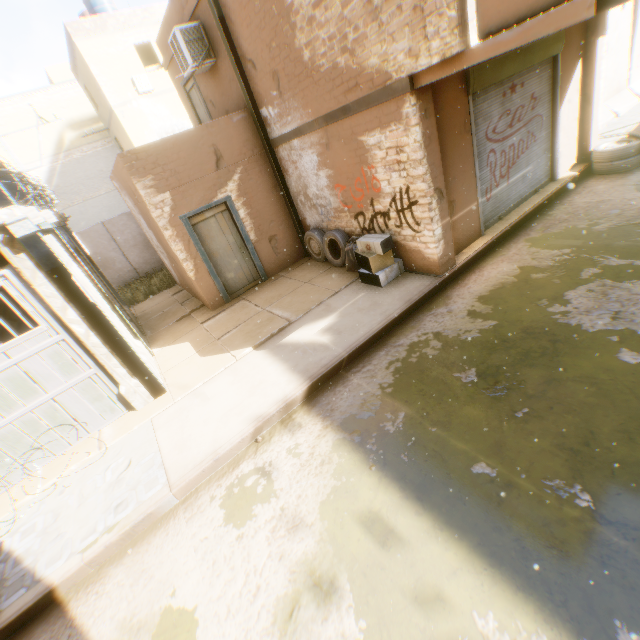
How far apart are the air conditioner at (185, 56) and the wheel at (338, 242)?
3.6m

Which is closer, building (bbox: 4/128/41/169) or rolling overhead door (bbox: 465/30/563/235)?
rolling overhead door (bbox: 465/30/563/235)

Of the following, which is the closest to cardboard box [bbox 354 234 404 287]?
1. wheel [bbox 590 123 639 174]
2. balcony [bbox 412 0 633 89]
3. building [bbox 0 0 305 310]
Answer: building [bbox 0 0 305 310]

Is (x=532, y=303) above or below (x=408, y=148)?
below

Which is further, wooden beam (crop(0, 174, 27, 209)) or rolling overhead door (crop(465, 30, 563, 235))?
rolling overhead door (crop(465, 30, 563, 235))

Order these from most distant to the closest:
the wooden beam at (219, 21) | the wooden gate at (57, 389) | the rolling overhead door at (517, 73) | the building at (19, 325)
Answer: the building at (19, 325) → the wooden beam at (219, 21) → the rolling overhead door at (517, 73) → the wooden gate at (57, 389)

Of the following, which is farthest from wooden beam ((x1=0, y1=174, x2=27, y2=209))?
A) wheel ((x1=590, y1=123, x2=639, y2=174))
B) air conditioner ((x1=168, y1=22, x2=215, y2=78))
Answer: wheel ((x1=590, y1=123, x2=639, y2=174))

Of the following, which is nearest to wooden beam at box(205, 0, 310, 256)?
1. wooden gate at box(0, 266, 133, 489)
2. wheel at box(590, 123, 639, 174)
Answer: wooden gate at box(0, 266, 133, 489)
